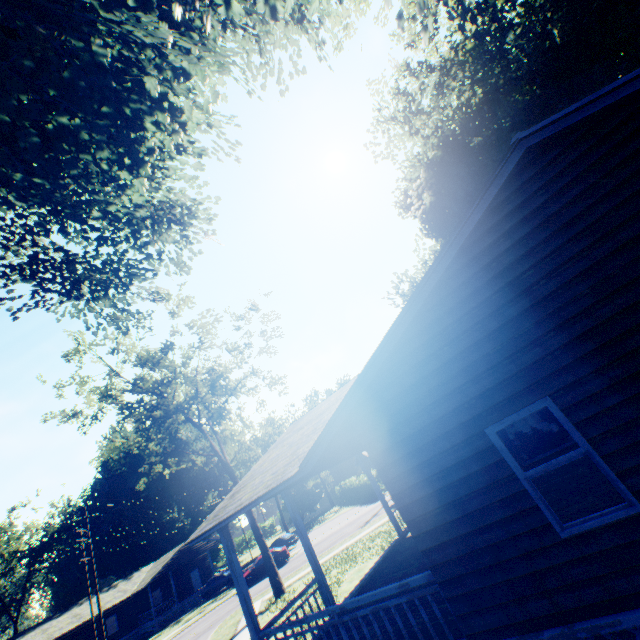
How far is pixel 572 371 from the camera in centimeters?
449cm

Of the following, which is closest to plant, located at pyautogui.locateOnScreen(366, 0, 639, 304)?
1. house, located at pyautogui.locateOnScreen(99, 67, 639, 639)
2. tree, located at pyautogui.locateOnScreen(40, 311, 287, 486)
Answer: house, located at pyautogui.locateOnScreen(99, 67, 639, 639)

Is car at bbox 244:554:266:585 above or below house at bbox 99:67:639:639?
below

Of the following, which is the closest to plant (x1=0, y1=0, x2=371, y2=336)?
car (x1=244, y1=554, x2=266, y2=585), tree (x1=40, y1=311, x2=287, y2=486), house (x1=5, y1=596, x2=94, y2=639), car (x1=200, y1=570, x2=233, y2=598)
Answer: tree (x1=40, y1=311, x2=287, y2=486)

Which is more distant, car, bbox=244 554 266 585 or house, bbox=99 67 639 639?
car, bbox=244 554 266 585

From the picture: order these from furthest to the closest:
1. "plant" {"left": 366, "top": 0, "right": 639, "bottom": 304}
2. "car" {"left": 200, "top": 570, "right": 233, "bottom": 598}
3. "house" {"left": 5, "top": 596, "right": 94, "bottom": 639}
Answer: "car" {"left": 200, "top": 570, "right": 233, "bottom": 598}, "house" {"left": 5, "top": 596, "right": 94, "bottom": 639}, "plant" {"left": 366, "top": 0, "right": 639, "bottom": 304}

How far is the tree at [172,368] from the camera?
19.8m

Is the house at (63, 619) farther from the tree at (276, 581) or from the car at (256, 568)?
the tree at (276, 581)
